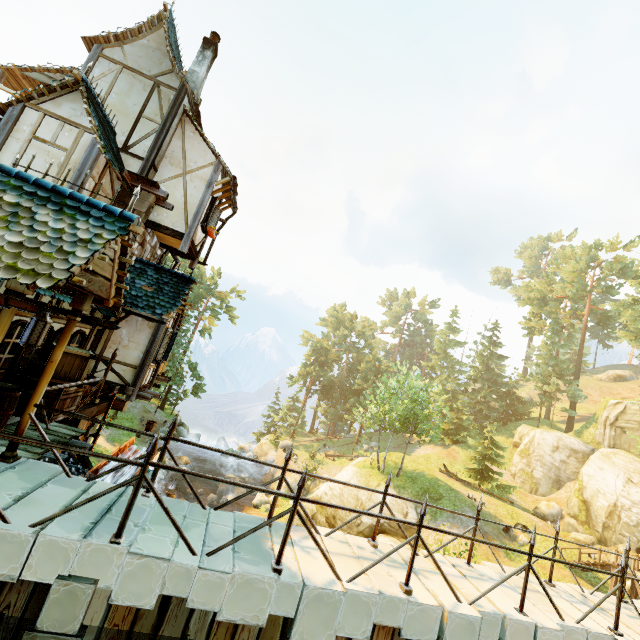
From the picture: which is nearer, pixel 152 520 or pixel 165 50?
pixel 152 520

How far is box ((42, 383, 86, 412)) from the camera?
7.0m

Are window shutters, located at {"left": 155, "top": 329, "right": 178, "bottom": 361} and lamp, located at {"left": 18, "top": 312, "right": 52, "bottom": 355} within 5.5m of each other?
no

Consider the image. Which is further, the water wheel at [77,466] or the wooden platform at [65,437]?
the water wheel at [77,466]

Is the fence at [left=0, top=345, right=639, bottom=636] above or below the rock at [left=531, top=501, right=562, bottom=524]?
above

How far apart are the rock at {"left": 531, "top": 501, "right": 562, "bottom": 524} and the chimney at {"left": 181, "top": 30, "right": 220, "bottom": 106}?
38.15m

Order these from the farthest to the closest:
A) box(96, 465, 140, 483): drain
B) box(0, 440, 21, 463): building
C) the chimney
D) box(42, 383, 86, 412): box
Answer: the chimney
box(96, 465, 140, 483): drain
box(42, 383, 86, 412): box
box(0, 440, 21, 463): building

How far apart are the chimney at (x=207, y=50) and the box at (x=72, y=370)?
10.1m
